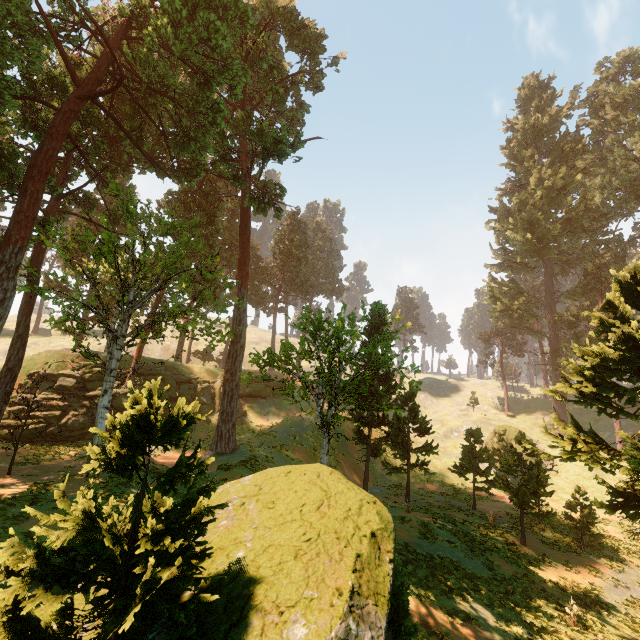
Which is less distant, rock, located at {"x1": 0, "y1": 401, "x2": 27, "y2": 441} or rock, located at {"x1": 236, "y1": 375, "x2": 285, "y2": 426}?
rock, located at {"x1": 0, "y1": 401, "x2": 27, "y2": 441}

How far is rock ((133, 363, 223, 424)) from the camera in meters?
32.0 m

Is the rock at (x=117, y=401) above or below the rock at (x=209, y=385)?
below

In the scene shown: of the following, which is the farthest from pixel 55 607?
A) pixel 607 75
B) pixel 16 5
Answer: pixel 607 75

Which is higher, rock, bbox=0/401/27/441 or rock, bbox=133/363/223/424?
rock, bbox=133/363/223/424

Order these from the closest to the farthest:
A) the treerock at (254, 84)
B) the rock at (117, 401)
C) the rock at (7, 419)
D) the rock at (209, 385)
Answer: the treerock at (254, 84) < the rock at (7, 419) < the rock at (117, 401) < the rock at (209, 385)

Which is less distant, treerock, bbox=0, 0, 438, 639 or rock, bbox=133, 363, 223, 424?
treerock, bbox=0, 0, 438, 639
